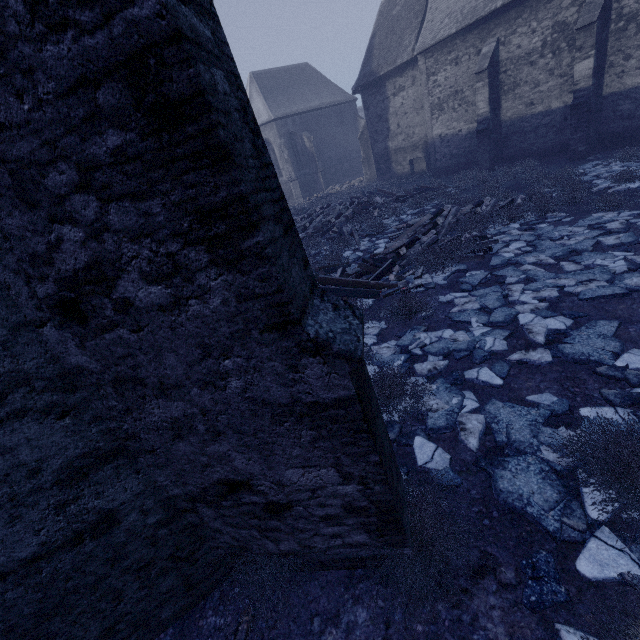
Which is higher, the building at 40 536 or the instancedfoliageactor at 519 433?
the building at 40 536

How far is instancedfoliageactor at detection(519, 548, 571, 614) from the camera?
2.27m

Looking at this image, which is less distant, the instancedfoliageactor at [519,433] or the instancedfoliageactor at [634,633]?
the instancedfoliageactor at [634,633]

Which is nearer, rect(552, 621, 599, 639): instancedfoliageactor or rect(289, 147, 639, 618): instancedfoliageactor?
rect(552, 621, 599, 639): instancedfoliageactor

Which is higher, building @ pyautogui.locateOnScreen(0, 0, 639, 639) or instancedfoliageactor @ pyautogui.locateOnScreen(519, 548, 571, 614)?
building @ pyautogui.locateOnScreen(0, 0, 639, 639)

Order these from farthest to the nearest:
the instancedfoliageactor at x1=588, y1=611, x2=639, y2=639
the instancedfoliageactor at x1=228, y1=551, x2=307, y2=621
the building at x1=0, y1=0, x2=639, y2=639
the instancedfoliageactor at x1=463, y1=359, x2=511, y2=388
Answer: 1. the instancedfoliageactor at x1=463, y1=359, x2=511, y2=388
2. the instancedfoliageactor at x1=228, y1=551, x2=307, y2=621
3. the instancedfoliageactor at x1=588, y1=611, x2=639, y2=639
4. the building at x1=0, y1=0, x2=639, y2=639

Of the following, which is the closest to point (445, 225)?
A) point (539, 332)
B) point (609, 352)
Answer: point (539, 332)
